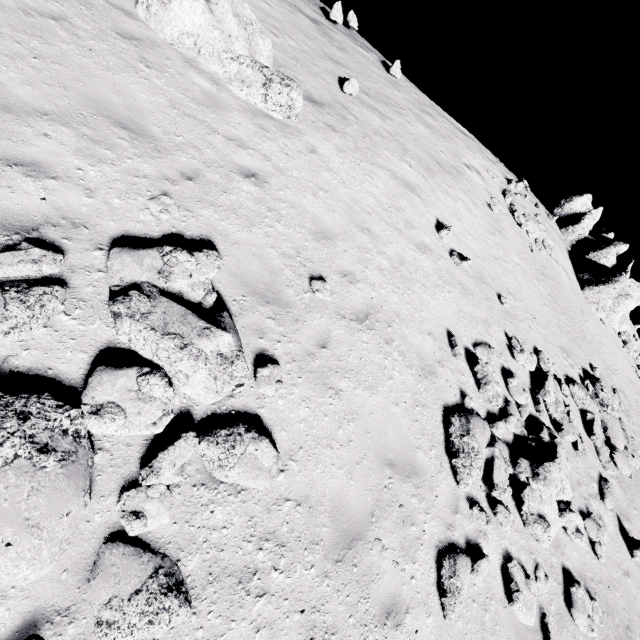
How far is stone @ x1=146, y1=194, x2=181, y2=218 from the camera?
5.4m

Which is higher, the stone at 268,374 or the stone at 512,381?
the stone at 512,381

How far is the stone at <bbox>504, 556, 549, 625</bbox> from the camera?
6.0 meters

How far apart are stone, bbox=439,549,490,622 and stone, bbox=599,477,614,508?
7.2m

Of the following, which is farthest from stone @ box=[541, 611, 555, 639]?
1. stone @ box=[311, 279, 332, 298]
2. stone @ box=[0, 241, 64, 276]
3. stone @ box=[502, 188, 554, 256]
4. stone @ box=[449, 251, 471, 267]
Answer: stone @ box=[502, 188, 554, 256]

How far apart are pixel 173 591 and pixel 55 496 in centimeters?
155cm

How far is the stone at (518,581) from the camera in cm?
602

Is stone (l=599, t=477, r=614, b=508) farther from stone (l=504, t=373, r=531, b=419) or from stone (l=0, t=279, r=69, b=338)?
stone (l=0, t=279, r=69, b=338)
